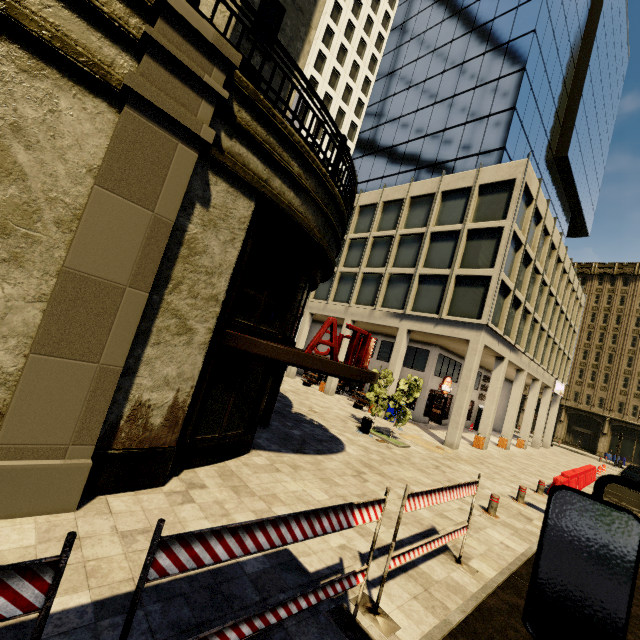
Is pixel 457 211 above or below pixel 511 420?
above

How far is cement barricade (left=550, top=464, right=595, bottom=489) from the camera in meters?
13.3 m

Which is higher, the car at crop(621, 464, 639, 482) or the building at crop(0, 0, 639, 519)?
the building at crop(0, 0, 639, 519)

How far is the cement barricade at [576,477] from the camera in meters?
13.3

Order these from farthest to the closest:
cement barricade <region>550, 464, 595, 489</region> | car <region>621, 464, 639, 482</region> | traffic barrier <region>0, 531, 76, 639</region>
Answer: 1. car <region>621, 464, 639, 482</region>
2. cement barricade <region>550, 464, 595, 489</region>
3. traffic barrier <region>0, 531, 76, 639</region>

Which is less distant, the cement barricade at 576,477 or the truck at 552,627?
the truck at 552,627

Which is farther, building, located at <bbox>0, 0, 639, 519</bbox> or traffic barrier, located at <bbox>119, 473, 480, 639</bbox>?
building, located at <bbox>0, 0, 639, 519</bbox>

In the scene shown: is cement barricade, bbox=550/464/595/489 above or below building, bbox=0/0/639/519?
below
